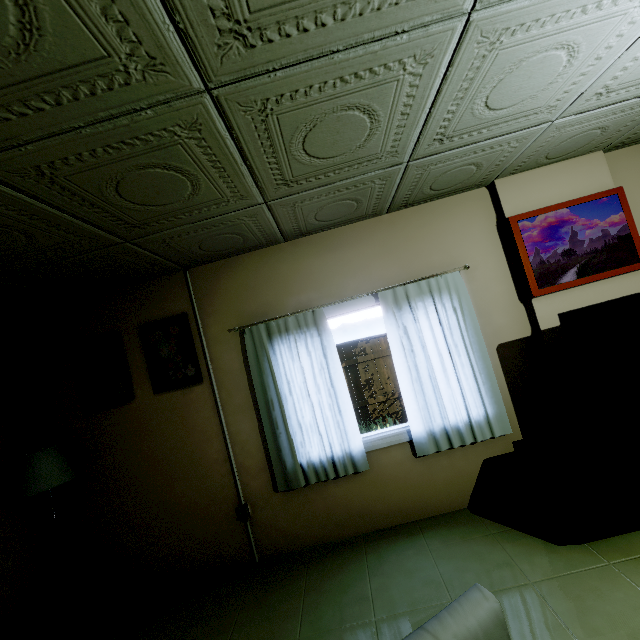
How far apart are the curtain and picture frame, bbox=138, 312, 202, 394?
0.4 meters

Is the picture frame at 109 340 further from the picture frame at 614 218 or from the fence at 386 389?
the fence at 386 389

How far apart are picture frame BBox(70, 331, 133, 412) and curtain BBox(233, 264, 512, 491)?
1.1 meters

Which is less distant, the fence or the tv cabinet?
the tv cabinet

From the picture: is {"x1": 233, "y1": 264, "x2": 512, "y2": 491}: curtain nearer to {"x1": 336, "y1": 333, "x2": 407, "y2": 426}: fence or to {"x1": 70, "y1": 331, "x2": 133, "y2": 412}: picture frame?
{"x1": 70, "y1": 331, "x2": 133, "y2": 412}: picture frame

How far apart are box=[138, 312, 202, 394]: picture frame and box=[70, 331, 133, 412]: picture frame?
0.2m

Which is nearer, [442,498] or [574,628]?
[574,628]

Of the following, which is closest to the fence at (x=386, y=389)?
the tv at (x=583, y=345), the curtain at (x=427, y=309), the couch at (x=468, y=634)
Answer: the curtain at (x=427, y=309)
